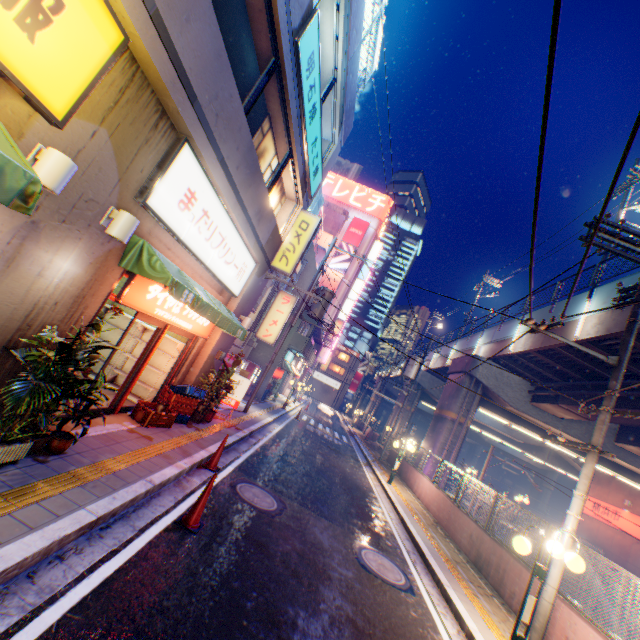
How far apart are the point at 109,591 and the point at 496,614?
8.1 meters

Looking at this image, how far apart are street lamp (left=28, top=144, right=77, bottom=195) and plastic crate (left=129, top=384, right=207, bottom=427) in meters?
5.5

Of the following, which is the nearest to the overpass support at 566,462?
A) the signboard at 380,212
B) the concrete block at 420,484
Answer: the concrete block at 420,484

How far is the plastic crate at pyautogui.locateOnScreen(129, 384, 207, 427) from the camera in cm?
772

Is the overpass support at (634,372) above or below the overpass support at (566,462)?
above

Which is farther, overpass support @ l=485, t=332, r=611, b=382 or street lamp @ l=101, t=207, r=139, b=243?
overpass support @ l=485, t=332, r=611, b=382

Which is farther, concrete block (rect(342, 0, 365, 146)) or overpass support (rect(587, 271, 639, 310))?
overpass support (rect(587, 271, 639, 310))

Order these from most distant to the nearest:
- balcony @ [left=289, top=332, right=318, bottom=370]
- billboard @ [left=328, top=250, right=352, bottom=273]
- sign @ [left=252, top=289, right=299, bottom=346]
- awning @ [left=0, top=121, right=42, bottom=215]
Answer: billboard @ [left=328, top=250, right=352, bottom=273] < balcony @ [left=289, top=332, right=318, bottom=370] < sign @ [left=252, top=289, right=299, bottom=346] < awning @ [left=0, top=121, right=42, bottom=215]
